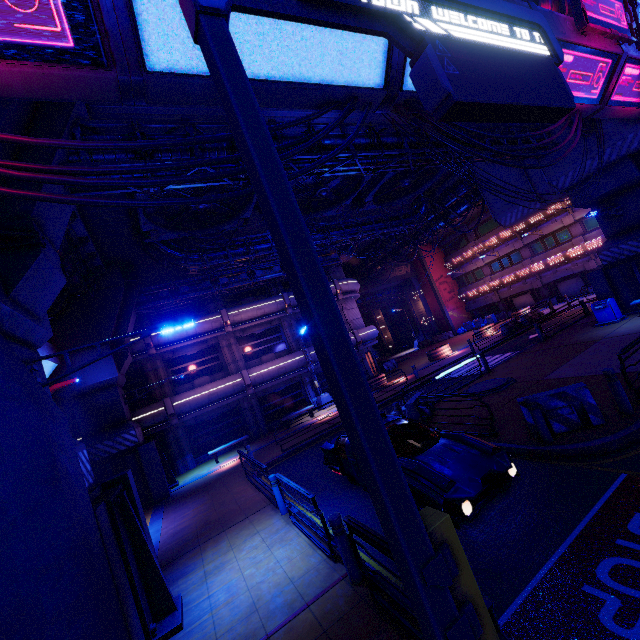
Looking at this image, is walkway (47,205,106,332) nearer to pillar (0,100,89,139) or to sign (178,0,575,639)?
pillar (0,100,89,139)

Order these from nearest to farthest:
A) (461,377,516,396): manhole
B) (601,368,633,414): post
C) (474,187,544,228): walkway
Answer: (601,368,633,414): post
(461,377,516,396): manhole
(474,187,544,228): walkway

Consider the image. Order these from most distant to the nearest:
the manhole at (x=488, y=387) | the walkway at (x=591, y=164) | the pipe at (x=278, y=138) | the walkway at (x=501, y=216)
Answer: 1. the walkway at (x=501, y=216)
2. the walkway at (x=591, y=164)
3. the manhole at (x=488, y=387)
4. the pipe at (x=278, y=138)

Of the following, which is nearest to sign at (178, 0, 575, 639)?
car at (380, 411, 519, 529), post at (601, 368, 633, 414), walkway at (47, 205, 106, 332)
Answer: car at (380, 411, 519, 529)

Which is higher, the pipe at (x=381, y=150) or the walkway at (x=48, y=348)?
the pipe at (x=381, y=150)

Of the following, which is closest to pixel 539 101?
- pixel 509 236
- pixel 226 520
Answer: pixel 226 520

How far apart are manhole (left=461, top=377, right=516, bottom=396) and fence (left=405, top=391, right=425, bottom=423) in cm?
138

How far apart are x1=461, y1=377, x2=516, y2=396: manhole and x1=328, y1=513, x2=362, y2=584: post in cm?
905
